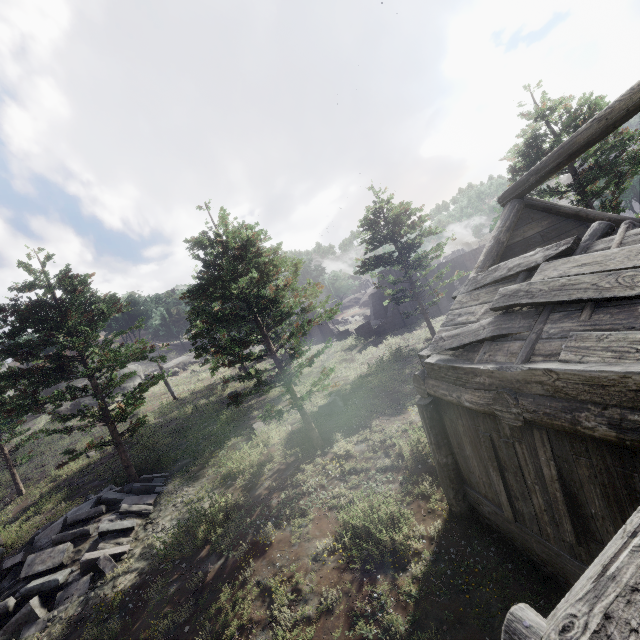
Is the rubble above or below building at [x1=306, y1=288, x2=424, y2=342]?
below

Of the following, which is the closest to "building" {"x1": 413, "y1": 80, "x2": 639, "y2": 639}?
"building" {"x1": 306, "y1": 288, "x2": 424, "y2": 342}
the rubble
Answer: "building" {"x1": 306, "y1": 288, "x2": 424, "y2": 342}

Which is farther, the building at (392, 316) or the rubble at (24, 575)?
the building at (392, 316)

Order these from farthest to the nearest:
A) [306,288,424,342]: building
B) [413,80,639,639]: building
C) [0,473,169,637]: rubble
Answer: [306,288,424,342]: building, [0,473,169,637]: rubble, [413,80,639,639]: building

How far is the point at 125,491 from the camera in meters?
13.8 m

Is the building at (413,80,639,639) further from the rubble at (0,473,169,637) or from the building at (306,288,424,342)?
the rubble at (0,473,169,637)

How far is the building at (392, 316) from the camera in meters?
29.8
